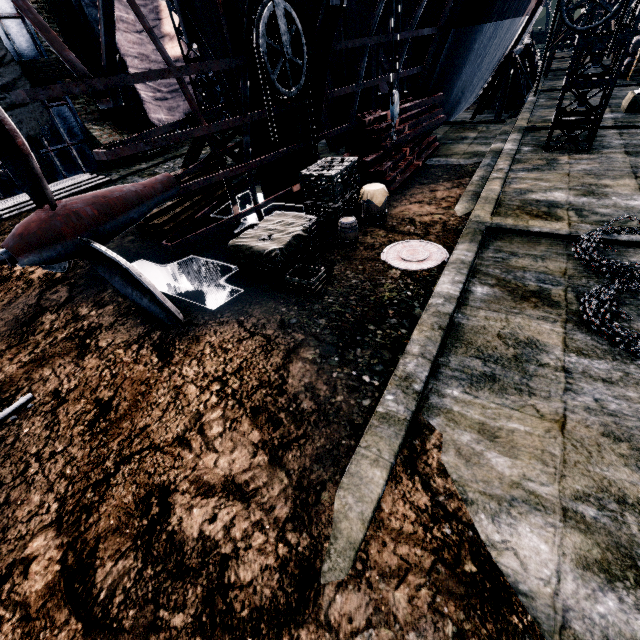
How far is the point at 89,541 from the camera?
3.8 meters

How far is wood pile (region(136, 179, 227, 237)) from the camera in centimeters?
1117cm

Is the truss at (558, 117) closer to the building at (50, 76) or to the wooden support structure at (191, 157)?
the building at (50, 76)

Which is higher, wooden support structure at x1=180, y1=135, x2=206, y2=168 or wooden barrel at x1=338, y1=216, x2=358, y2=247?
wooden support structure at x1=180, y1=135, x2=206, y2=168

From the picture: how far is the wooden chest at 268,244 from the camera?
8.05m

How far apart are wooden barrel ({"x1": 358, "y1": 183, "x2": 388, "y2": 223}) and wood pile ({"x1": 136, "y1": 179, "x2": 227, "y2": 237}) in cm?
617

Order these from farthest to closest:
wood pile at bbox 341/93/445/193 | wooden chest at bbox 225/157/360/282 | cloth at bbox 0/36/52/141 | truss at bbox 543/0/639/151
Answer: cloth at bbox 0/36/52/141, wood pile at bbox 341/93/445/193, truss at bbox 543/0/639/151, wooden chest at bbox 225/157/360/282

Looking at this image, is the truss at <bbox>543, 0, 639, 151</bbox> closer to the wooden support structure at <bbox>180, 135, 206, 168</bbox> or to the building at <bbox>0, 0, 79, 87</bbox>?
the building at <bbox>0, 0, 79, 87</bbox>
